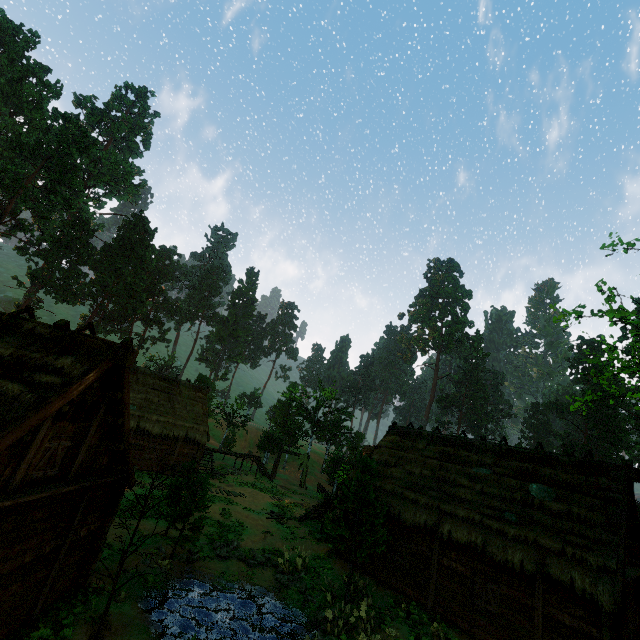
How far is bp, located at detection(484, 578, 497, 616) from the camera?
12.6m

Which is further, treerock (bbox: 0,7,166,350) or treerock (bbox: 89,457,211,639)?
treerock (bbox: 0,7,166,350)

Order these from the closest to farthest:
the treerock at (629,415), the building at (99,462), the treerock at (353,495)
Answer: the building at (99,462), the treerock at (629,415), the treerock at (353,495)

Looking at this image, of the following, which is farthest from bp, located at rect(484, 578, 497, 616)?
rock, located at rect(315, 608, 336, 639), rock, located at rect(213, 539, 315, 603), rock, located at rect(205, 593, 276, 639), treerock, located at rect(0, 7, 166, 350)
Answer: rock, located at rect(213, 539, 315, 603)

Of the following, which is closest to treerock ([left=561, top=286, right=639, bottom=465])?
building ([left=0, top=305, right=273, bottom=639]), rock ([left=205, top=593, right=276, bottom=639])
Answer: building ([left=0, top=305, right=273, bottom=639])

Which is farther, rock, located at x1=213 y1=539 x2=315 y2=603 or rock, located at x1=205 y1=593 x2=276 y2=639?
rock, located at x1=213 y1=539 x2=315 y2=603

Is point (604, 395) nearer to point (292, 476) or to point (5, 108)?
point (292, 476)

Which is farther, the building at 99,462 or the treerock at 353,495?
the treerock at 353,495
